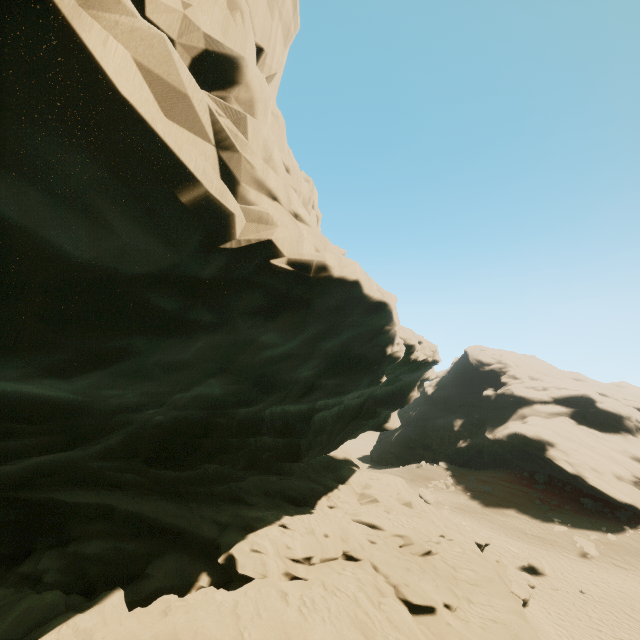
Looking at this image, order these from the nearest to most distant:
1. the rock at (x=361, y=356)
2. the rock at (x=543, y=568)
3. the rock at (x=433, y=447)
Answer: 1. the rock at (x=361, y=356)
2. the rock at (x=543, y=568)
3. the rock at (x=433, y=447)

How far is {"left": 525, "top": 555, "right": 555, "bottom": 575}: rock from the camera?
21.95m

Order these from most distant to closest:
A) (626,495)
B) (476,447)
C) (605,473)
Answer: (476,447), (605,473), (626,495)

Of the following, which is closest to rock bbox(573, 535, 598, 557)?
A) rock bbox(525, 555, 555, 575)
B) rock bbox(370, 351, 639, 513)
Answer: rock bbox(525, 555, 555, 575)

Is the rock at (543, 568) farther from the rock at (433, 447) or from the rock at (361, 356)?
the rock at (433, 447)

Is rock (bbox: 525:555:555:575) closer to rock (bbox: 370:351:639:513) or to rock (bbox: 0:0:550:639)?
rock (bbox: 0:0:550:639)
